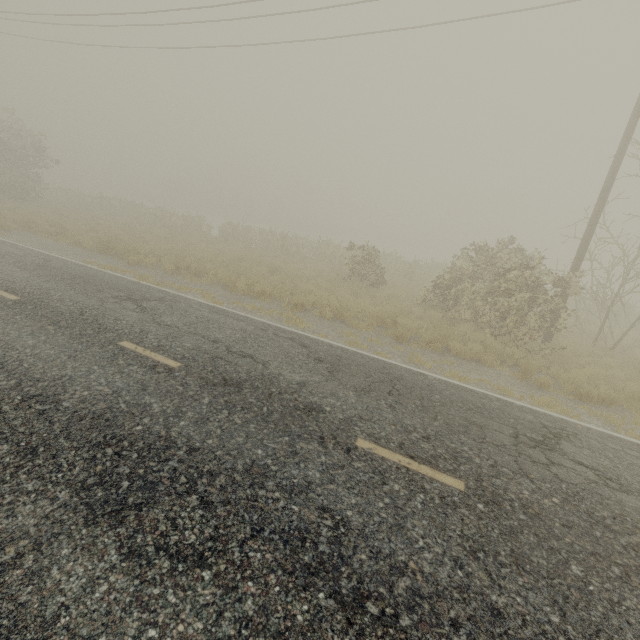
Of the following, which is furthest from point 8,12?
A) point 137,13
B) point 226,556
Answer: point 226,556
